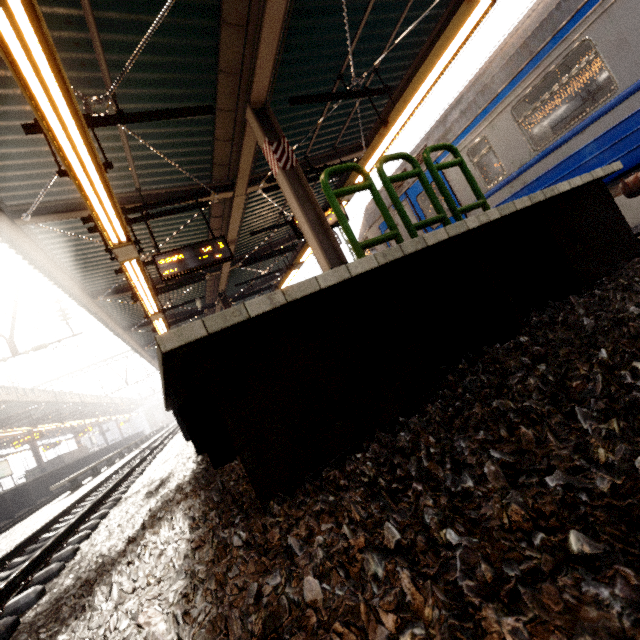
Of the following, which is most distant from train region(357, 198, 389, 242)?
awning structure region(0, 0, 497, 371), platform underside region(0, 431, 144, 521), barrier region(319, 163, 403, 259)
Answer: platform underside region(0, 431, 144, 521)

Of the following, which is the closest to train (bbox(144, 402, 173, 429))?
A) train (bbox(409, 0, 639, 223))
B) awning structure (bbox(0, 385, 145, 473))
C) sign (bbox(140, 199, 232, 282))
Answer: awning structure (bbox(0, 385, 145, 473))

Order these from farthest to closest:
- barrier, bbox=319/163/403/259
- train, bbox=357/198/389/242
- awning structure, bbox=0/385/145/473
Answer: awning structure, bbox=0/385/145/473 < train, bbox=357/198/389/242 < barrier, bbox=319/163/403/259

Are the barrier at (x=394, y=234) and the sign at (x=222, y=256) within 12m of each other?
yes

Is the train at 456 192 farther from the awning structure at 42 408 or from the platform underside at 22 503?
the platform underside at 22 503

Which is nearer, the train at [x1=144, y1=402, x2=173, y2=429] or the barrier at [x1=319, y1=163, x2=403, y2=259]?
the barrier at [x1=319, y1=163, x2=403, y2=259]

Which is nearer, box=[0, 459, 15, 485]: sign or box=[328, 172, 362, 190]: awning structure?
box=[328, 172, 362, 190]: awning structure

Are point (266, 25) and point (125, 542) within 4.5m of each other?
no
